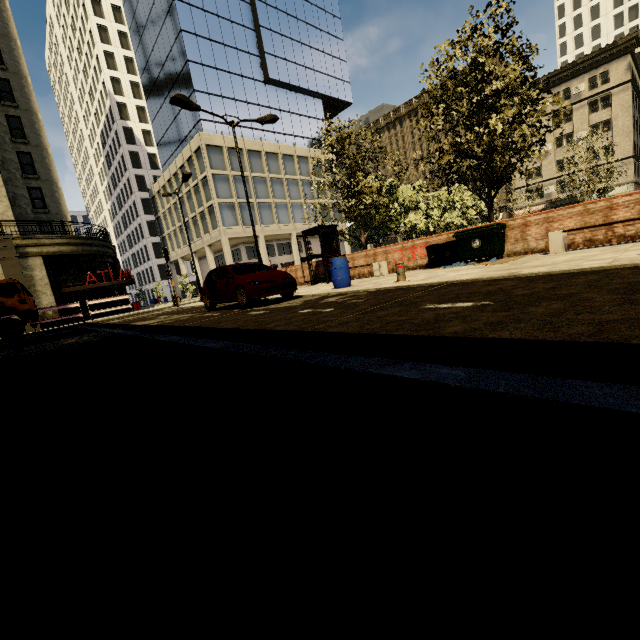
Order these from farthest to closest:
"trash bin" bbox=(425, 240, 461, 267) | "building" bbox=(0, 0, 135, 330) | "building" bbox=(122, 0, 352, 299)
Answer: "building" bbox=(122, 0, 352, 299)
"building" bbox=(0, 0, 135, 330)
"trash bin" bbox=(425, 240, 461, 267)

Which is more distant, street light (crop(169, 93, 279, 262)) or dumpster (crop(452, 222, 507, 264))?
street light (crop(169, 93, 279, 262))

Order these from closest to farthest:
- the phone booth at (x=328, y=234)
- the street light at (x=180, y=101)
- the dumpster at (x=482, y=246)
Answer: the dumpster at (x=482, y=246)
the street light at (x=180, y=101)
the phone booth at (x=328, y=234)

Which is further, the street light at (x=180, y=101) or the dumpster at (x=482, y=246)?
the street light at (x=180, y=101)

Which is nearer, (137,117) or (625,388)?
(625,388)

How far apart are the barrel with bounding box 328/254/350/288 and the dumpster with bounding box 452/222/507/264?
3.6 meters

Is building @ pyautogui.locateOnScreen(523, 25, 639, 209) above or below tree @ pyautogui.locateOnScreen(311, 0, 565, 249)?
above

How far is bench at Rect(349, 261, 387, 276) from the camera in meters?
13.3 m
